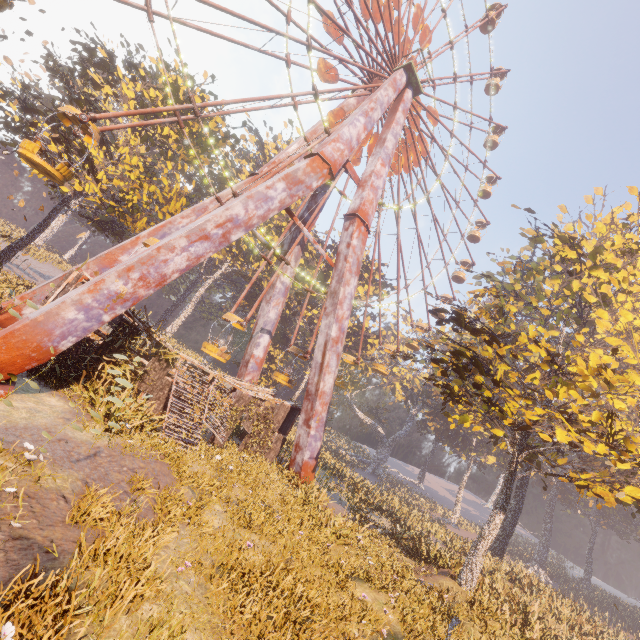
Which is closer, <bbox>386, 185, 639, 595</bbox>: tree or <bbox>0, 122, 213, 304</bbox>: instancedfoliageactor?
<bbox>386, 185, 639, 595</bbox>: tree

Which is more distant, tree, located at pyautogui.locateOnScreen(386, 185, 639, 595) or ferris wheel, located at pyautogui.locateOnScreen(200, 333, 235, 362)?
ferris wheel, located at pyautogui.locateOnScreen(200, 333, 235, 362)

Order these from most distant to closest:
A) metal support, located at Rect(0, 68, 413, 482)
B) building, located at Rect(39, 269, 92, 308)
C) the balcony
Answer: the balcony < building, located at Rect(39, 269, 92, 308) < metal support, located at Rect(0, 68, 413, 482)

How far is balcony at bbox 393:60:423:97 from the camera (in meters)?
21.83

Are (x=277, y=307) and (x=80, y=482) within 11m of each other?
no

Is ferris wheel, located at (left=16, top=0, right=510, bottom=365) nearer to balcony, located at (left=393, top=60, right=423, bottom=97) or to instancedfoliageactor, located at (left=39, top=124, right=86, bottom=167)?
balcony, located at (left=393, top=60, right=423, bottom=97)

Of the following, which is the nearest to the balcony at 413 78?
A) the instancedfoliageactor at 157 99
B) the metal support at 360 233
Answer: the metal support at 360 233

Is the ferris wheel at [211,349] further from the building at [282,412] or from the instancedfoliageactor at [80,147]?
the instancedfoliageactor at [80,147]
